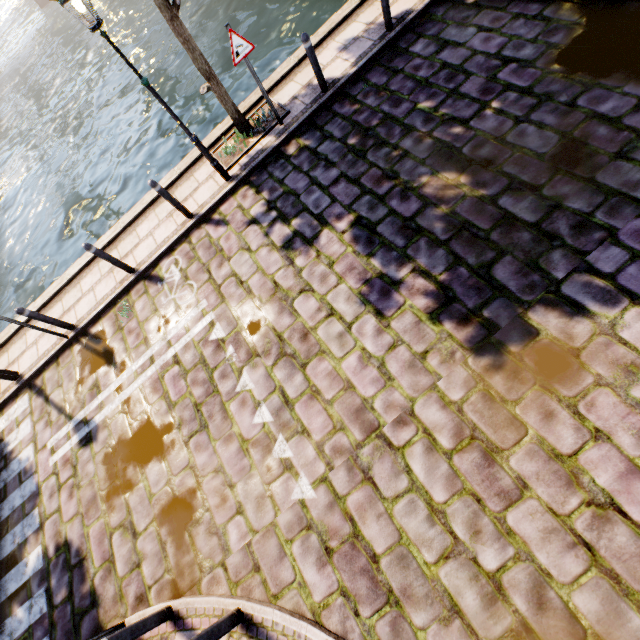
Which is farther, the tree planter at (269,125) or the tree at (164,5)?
the tree planter at (269,125)

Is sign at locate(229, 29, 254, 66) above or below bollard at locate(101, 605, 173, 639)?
above

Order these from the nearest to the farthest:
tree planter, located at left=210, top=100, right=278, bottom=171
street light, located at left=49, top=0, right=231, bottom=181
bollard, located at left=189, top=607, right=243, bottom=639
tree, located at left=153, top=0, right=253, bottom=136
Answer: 1. bollard, located at left=189, top=607, right=243, bottom=639
2. street light, located at left=49, top=0, right=231, bottom=181
3. tree, located at left=153, top=0, right=253, bottom=136
4. tree planter, located at left=210, top=100, right=278, bottom=171

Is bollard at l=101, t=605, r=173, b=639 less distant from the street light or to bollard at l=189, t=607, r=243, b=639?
bollard at l=189, t=607, r=243, b=639

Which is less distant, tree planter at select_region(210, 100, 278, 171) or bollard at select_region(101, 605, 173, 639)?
bollard at select_region(101, 605, 173, 639)

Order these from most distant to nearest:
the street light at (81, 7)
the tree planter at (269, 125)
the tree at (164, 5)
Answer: the tree planter at (269, 125)
the tree at (164, 5)
the street light at (81, 7)

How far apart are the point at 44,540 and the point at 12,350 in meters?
5.1

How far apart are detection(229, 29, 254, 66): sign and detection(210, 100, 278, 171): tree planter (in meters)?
1.39
